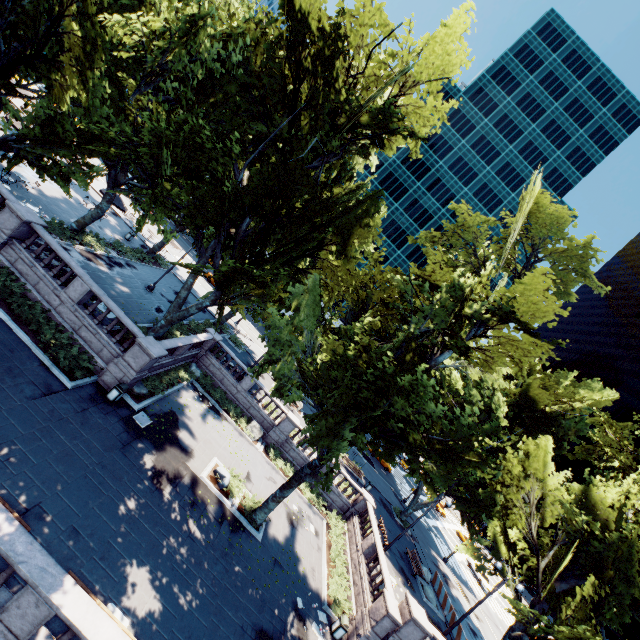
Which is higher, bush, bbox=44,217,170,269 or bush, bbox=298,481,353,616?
bush, bbox=44,217,170,269

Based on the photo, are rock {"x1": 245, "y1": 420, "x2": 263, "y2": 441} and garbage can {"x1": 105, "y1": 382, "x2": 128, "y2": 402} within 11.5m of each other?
yes

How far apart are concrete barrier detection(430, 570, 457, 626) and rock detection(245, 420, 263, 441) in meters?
20.8

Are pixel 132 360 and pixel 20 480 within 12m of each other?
yes

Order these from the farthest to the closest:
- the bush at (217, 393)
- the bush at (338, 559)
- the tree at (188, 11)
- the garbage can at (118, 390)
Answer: the bush at (217, 393), the bush at (338, 559), the garbage can at (118, 390), the tree at (188, 11)

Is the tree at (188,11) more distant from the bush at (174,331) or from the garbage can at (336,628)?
the garbage can at (336,628)

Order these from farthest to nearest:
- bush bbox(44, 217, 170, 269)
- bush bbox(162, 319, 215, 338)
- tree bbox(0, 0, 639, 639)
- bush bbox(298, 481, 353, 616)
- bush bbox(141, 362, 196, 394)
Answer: bush bbox(162, 319, 215, 338) → bush bbox(44, 217, 170, 269) → bush bbox(141, 362, 196, 394) → bush bbox(298, 481, 353, 616) → tree bbox(0, 0, 639, 639)

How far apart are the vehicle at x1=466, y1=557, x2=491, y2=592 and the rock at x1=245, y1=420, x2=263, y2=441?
39.4m
